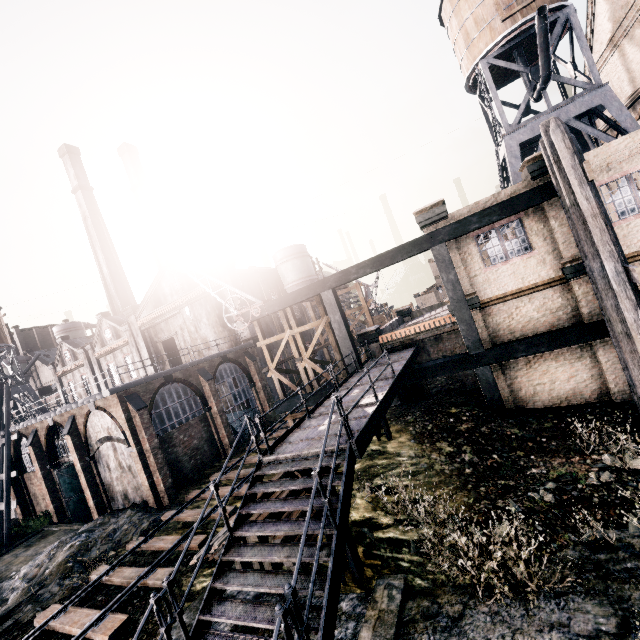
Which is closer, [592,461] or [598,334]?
[592,461]

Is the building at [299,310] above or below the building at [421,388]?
above

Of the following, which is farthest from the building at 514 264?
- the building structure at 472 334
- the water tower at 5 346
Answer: the water tower at 5 346

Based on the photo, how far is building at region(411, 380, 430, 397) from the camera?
20.05m

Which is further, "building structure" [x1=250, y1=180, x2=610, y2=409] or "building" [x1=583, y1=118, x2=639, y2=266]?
"building structure" [x1=250, y1=180, x2=610, y2=409]

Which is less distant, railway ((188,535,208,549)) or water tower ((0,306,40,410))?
railway ((188,535,208,549))

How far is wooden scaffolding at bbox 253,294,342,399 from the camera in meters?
19.1 m

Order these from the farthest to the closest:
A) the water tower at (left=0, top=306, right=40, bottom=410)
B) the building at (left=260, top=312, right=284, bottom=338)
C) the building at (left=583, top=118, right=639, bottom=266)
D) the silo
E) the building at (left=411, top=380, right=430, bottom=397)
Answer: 1. the water tower at (left=0, top=306, right=40, bottom=410)
2. the silo
3. the building at (left=260, top=312, right=284, bottom=338)
4. the building at (left=411, top=380, right=430, bottom=397)
5. the building at (left=583, top=118, right=639, bottom=266)
